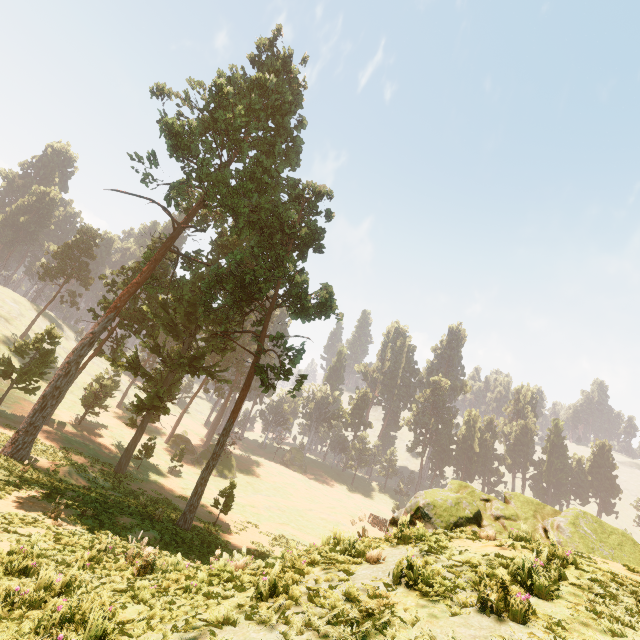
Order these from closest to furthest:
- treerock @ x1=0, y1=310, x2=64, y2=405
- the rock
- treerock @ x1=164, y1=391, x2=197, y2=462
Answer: the rock
treerock @ x1=0, y1=310, x2=64, y2=405
treerock @ x1=164, y1=391, x2=197, y2=462

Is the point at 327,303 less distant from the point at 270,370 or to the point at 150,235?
the point at 270,370

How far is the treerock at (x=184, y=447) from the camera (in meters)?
41.91

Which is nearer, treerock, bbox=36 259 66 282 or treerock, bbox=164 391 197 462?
treerock, bbox=164 391 197 462

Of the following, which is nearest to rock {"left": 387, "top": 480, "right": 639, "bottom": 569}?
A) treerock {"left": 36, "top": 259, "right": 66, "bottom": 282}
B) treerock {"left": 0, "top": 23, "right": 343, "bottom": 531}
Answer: treerock {"left": 0, "top": 23, "right": 343, "bottom": 531}

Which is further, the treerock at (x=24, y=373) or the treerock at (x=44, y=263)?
the treerock at (x=44, y=263)

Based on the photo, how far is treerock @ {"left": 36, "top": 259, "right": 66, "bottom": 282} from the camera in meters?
57.7
